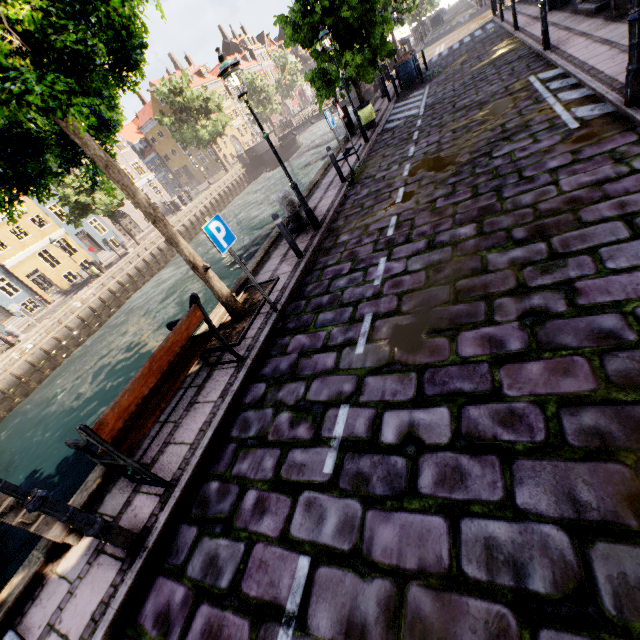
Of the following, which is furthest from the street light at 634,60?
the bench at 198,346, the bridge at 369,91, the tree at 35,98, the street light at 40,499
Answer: the bridge at 369,91

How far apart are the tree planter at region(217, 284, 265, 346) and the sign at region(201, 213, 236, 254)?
1.51m

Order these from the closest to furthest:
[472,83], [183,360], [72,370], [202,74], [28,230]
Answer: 1. [183,360]
2. [472,83]
3. [72,370]
4. [28,230]
5. [202,74]

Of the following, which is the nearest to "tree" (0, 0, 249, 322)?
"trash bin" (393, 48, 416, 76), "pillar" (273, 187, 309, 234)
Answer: "trash bin" (393, 48, 416, 76)

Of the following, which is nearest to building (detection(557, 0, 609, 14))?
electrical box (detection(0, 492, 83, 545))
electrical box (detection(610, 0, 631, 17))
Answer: electrical box (detection(610, 0, 631, 17))

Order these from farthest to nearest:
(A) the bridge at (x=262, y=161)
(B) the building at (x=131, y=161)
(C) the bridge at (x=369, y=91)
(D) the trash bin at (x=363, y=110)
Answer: (B) the building at (x=131, y=161) < (A) the bridge at (x=262, y=161) < (C) the bridge at (x=369, y=91) < (D) the trash bin at (x=363, y=110)

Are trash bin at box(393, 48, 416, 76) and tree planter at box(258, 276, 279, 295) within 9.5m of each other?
no

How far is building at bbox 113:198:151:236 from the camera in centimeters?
3649cm
